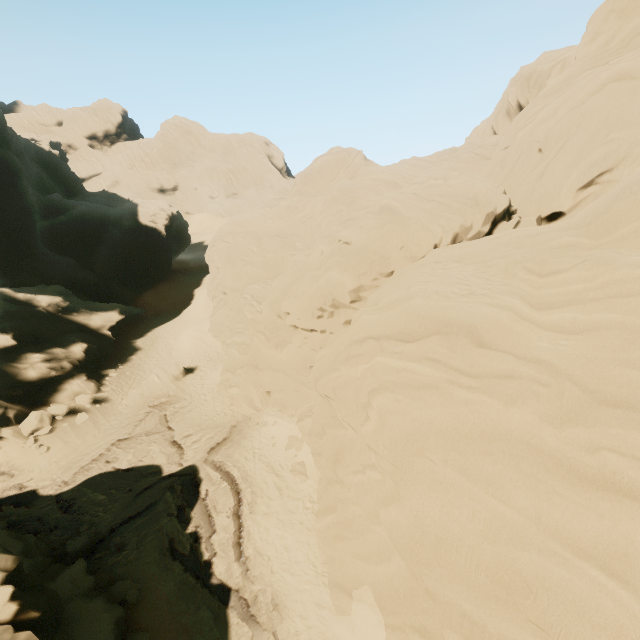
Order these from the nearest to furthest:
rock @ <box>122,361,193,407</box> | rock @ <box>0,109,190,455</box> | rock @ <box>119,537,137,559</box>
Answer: rock @ <box>119,537,137,559</box> → rock @ <box>0,109,190,455</box> → rock @ <box>122,361,193,407</box>

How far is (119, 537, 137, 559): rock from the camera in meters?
13.8 m

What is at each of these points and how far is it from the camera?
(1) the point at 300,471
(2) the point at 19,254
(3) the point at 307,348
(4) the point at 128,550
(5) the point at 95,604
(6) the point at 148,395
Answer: (1) rock, 16.58m
(2) rock, 35.28m
(3) rock, 20.22m
(4) rock, 14.02m
(5) rock, 11.36m
(6) rock, 24.16m

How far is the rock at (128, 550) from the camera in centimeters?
1382cm

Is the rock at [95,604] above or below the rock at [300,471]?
above

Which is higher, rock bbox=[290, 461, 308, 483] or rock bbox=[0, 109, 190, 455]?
rock bbox=[0, 109, 190, 455]
